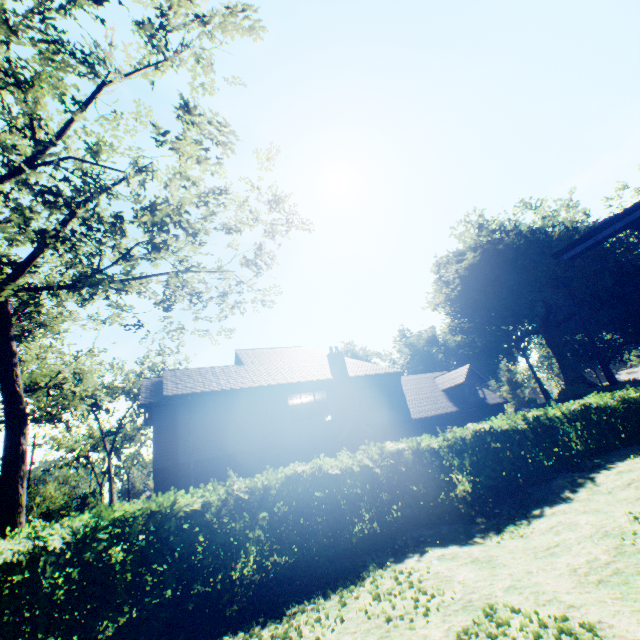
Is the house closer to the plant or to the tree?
the tree

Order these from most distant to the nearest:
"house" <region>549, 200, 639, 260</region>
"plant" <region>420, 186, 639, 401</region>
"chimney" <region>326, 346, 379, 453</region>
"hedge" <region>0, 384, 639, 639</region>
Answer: "plant" <region>420, 186, 639, 401</region>, "chimney" <region>326, 346, 379, 453</region>, "hedge" <region>0, 384, 639, 639</region>, "house" <region>549, 200, 639, 260</region>

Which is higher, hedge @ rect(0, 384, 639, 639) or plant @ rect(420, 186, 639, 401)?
plant @ rect(420, 186, 639, 401)

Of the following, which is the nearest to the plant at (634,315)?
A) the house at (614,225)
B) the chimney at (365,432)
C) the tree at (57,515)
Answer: the tree at (57,515)

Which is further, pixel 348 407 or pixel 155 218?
pixel 348 407

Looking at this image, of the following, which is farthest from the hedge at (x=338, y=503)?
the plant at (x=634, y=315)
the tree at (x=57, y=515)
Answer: the plant at (x=634, y=315)

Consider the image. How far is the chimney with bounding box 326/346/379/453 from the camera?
19.55m

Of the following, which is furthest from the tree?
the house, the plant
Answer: the house
